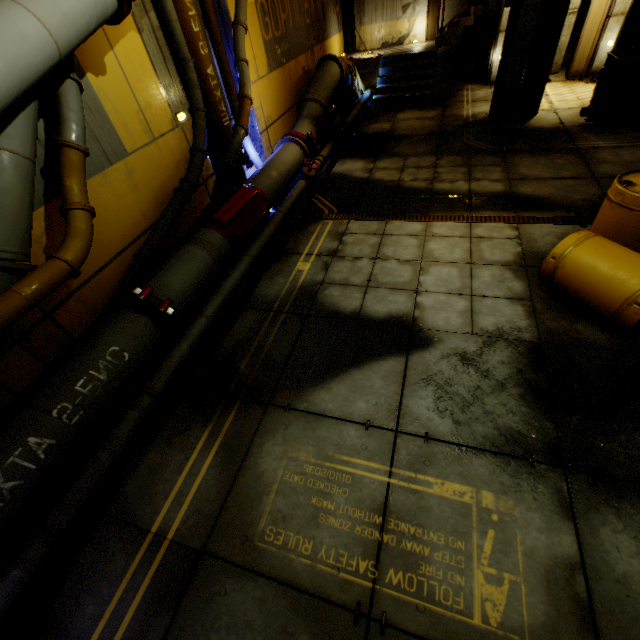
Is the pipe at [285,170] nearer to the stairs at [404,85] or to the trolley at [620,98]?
the stairs at [404,85]

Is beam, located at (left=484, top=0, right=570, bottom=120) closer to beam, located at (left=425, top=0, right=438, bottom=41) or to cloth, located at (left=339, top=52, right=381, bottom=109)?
beam, located at (left=425, top=0, right=438, bottom=41)

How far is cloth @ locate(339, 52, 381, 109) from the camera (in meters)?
11.61

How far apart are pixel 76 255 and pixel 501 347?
4.9 meters

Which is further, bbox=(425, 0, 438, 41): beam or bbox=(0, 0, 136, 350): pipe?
bbox=(425, 0, 438, 41): beam

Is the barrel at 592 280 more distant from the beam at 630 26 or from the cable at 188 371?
the beam at 630 26

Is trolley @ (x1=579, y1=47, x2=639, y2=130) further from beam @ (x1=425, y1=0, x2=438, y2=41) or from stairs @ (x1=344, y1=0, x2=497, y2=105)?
beam @ (x1=425, y1=0, x2=438, y2=41)

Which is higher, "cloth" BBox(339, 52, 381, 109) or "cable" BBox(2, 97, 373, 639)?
"cloth" BBox(339, 52, 381, 109)
